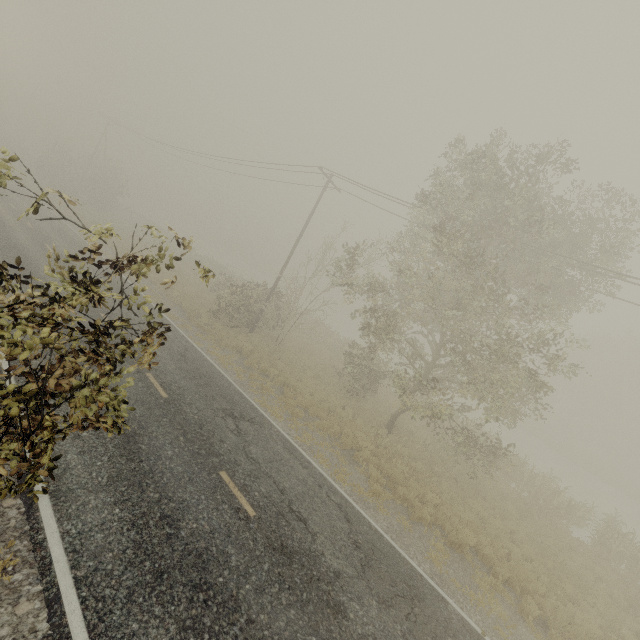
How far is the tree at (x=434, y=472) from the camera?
13.62m

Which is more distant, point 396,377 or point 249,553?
point 396,377

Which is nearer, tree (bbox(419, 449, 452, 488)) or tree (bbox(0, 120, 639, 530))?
tree (bbox(0, 120, 639, 530))

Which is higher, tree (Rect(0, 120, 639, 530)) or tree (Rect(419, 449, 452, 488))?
tree (Rect(0, 120, 639, 530))

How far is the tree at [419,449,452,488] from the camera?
13.62m

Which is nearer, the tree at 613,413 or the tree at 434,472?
the tree at 613,413
